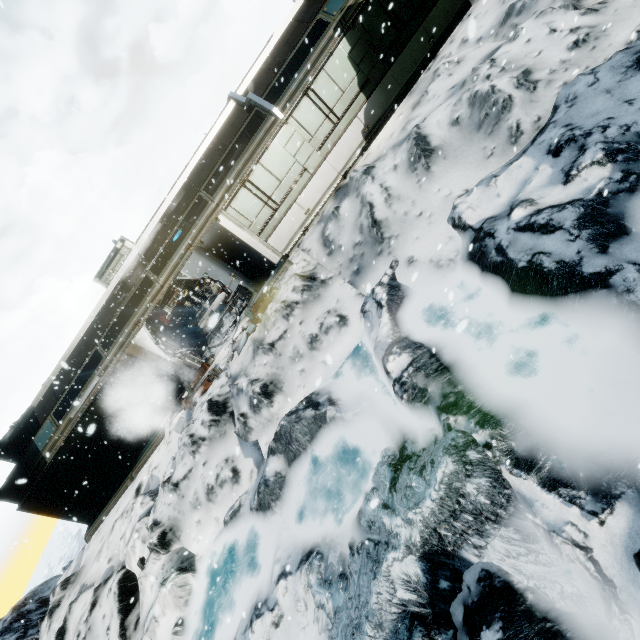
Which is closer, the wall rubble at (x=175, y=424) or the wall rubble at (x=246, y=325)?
→ the wall rubble at (x=246, y=325)

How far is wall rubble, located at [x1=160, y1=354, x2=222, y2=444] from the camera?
11.5 meters

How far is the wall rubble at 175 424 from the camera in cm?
1148

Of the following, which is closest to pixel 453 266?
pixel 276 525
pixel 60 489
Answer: pixel 276 525

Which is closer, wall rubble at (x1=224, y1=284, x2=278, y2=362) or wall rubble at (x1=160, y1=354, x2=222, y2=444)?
wall rubble at (x1=224, y1=284, x2=278, y2=362)

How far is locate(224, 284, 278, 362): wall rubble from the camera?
11.0m
